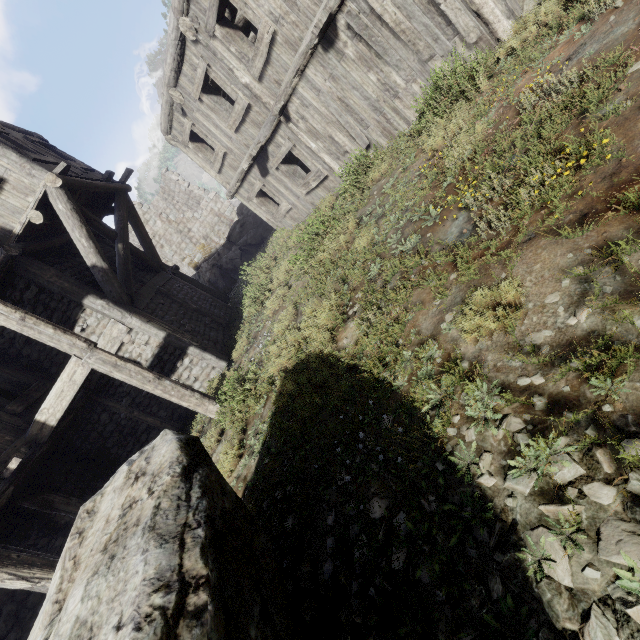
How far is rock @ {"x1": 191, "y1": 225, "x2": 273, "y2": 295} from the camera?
17.8 meters

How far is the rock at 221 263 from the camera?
17.8 meters

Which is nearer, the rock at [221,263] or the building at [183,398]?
the building at [183,398]

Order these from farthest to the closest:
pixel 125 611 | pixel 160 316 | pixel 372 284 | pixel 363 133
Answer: pixel 160 316, pixel 363 133, pixel 372 284, pixel 125 611

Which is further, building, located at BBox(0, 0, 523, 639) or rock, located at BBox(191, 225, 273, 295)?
rock, located at BBox(191, 225, 273, 295)
